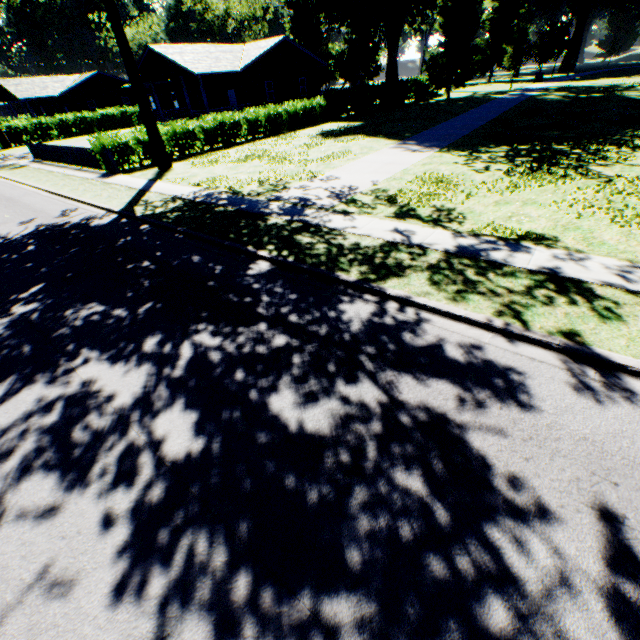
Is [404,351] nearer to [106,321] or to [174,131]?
[106,321]

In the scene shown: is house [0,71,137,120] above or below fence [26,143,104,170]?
above

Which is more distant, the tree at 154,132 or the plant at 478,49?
the plant at 478,49

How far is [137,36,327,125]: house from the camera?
26.78m

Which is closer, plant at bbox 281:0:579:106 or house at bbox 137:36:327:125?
house at bbox 137:36:327:125

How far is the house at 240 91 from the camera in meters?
26.8

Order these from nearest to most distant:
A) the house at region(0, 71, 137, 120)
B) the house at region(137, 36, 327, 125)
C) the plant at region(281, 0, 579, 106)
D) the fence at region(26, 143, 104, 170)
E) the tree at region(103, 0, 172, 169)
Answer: the tree at region(103, 0, 172, 169), the fence at region(26, 143, 104, 170), the house at region(137, 36, 327, 125), the plant at region(281, 0, 579, 106), the house at region(0, 71, 137, 120)

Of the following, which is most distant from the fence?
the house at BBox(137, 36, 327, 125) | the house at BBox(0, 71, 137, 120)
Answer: the house at BBox(0, 71, 137, 120)
